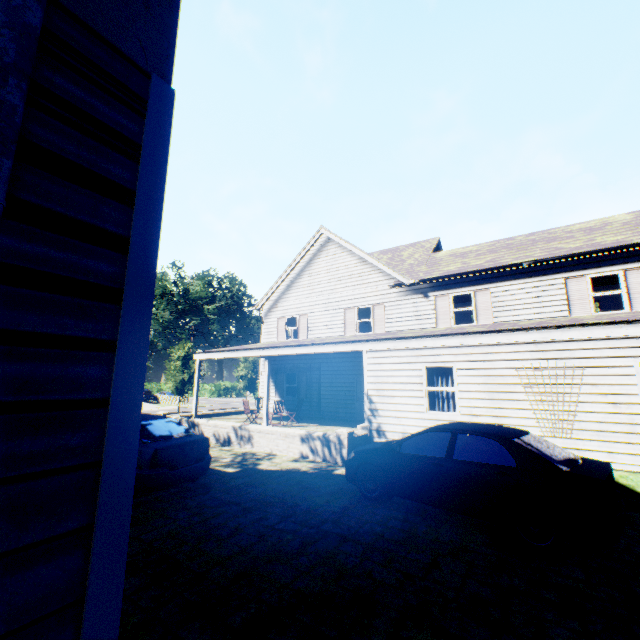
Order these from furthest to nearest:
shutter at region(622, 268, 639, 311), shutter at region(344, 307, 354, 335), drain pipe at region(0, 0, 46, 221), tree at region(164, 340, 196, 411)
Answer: tree at region(164, 340, 196, 411) → shutter at region(344, 307, 354, 335) → shutter at region(622, 268, 639, 311) → drain pipe at region(0, 0, 46, 221)

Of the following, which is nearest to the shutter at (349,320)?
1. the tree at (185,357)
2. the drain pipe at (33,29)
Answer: the drain pipe at (33,29)

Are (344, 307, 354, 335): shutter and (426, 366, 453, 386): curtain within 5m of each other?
no

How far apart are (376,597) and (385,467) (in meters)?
2.96

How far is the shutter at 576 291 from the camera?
12.23m

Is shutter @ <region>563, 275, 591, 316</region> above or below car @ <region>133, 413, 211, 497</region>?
above

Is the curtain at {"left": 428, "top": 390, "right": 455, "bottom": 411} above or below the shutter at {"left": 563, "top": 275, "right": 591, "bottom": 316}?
below

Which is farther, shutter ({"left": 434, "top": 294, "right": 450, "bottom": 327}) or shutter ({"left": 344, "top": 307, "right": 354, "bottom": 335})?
shutter ({"left": 344, "top": 307, "right": 354, "bottom": 335})
